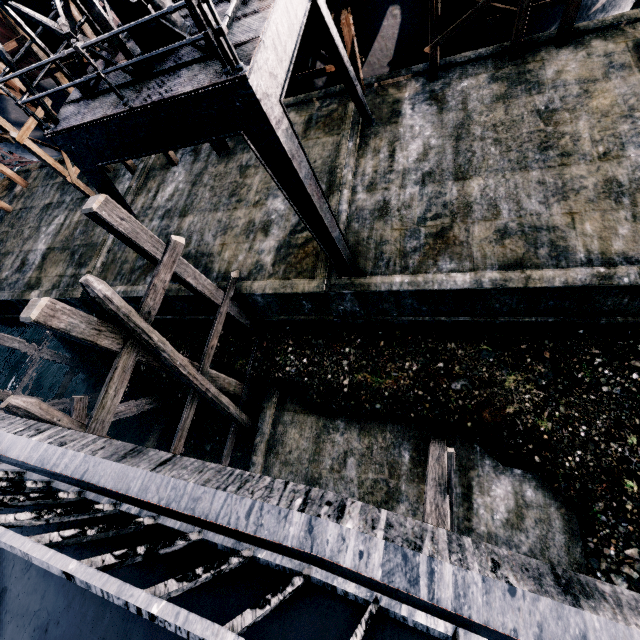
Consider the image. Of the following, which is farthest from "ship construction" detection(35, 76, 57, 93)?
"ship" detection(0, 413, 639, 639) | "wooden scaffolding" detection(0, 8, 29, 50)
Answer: "ship" detection(0, 413, 639, 639)

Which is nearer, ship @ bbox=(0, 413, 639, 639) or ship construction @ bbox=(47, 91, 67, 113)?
ship @ bbox=(0, 413, 639, 639)

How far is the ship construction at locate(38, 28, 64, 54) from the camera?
13.4m

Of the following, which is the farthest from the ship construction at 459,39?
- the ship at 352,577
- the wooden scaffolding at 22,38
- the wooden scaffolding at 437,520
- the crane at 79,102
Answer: the wooden scaffolding at 437,520

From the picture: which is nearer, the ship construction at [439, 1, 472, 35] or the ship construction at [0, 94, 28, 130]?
the ship construction at [439, 1, 472, 35]

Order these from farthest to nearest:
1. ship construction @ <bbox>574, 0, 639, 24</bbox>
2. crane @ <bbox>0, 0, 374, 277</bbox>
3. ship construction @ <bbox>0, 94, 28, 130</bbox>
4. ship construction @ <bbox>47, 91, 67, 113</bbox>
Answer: ship construction @ <bbox>0, 94, 28, 130</bbox> → ship construction @ <bbox>47, 91, 67, 113</bbox> → ship construction @ <bbox>574, 0, 639, 24</bbox> → crane @ <bbox>0, 0, 374, 277</bbox>

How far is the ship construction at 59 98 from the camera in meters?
17.2

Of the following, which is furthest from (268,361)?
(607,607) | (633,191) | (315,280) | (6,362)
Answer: (6,362)
